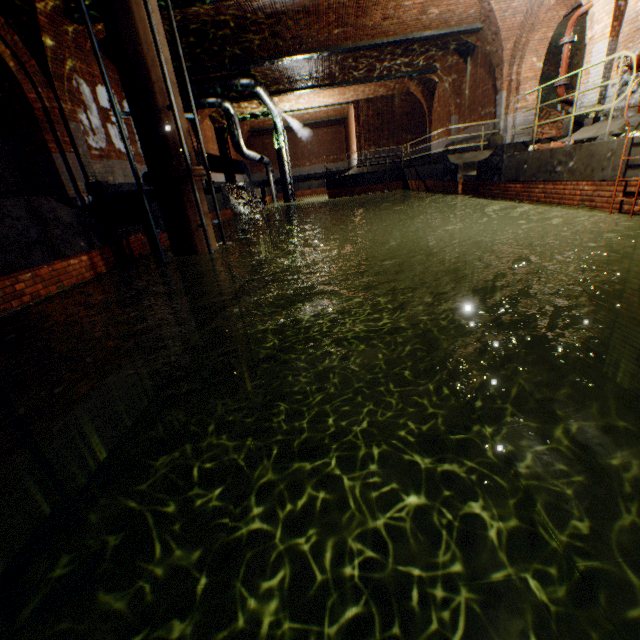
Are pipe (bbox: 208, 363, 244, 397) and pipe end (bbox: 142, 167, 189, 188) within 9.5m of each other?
yes

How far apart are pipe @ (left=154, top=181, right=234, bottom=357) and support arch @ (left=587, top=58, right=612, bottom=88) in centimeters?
916cm

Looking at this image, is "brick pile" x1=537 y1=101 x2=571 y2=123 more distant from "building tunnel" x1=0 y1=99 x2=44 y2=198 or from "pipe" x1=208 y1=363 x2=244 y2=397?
"building tunnel" x1=0 y1=99 x2=44 y2=198

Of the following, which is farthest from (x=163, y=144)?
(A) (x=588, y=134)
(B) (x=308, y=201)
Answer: (B) (x=308, y=201)

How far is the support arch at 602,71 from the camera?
8.0m

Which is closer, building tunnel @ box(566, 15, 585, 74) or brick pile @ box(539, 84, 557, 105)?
building tunnel @ box(566, 15, 585, 74)

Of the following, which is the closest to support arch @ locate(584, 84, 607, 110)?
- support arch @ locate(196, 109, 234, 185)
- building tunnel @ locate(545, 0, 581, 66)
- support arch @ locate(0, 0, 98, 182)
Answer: building tunnel @ locate(545, 0, 581, 66)

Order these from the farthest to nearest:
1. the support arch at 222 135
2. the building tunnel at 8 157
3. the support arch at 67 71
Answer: the support arch at 222 135, the building tunnel at 8 157, the support arch at 67 71
